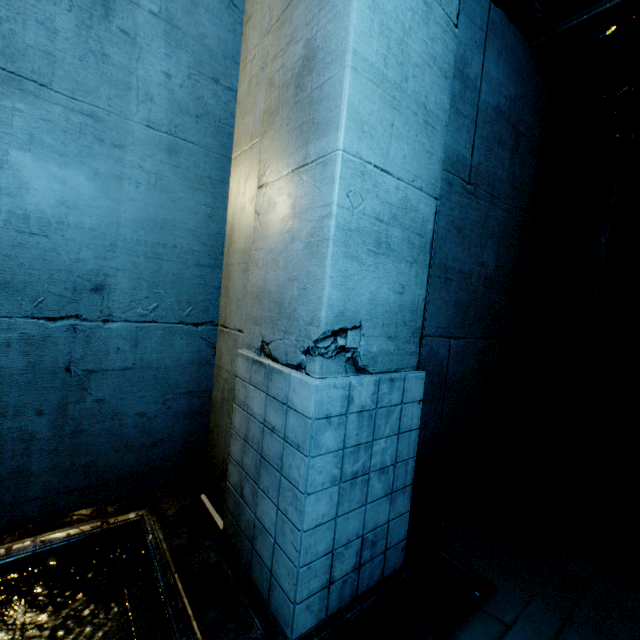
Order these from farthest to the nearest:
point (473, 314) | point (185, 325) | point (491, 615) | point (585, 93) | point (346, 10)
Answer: point (585, 93), point (473, 314), point (185, 325), point (491, 615), point (346, 10)
